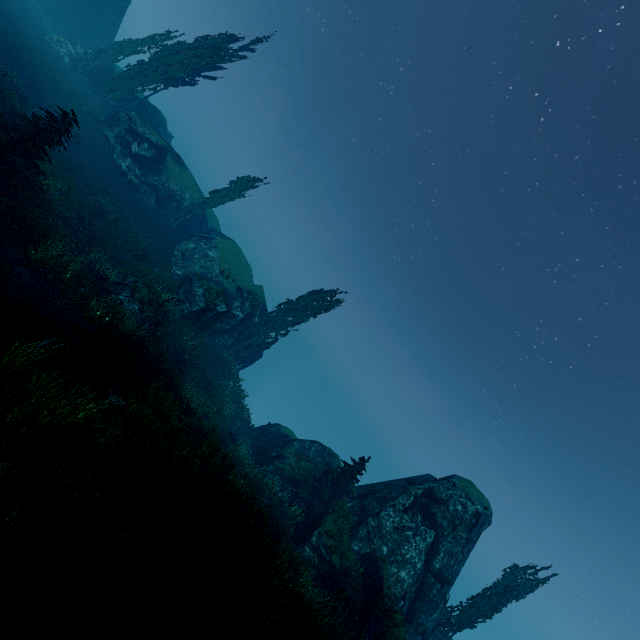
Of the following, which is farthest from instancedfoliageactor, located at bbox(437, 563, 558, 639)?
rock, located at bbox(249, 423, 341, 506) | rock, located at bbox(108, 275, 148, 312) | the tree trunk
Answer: the tree trunk

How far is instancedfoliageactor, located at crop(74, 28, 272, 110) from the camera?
31.6 meters

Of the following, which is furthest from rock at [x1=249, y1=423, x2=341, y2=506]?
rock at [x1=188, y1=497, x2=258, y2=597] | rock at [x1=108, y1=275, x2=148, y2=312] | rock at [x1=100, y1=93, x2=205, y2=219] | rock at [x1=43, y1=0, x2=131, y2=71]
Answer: rock at [x1=43, y1=0, x2=131, y2=71]

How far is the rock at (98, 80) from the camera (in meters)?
35.75

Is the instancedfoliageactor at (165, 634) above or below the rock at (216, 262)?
above

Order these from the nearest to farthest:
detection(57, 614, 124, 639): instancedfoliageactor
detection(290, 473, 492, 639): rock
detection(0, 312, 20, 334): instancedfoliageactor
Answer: detection(57, 614, 124, 639): instancedfoliageactor
detection(0, 312, 20, 334): instancedfoliageactor
detection(290, 473, 492, 639): rock

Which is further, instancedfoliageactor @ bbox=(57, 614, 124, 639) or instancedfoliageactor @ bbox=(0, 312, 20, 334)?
instancedfoliageactor @ bbox=(0, 312, 20, 334)

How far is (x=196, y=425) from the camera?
16.9m
